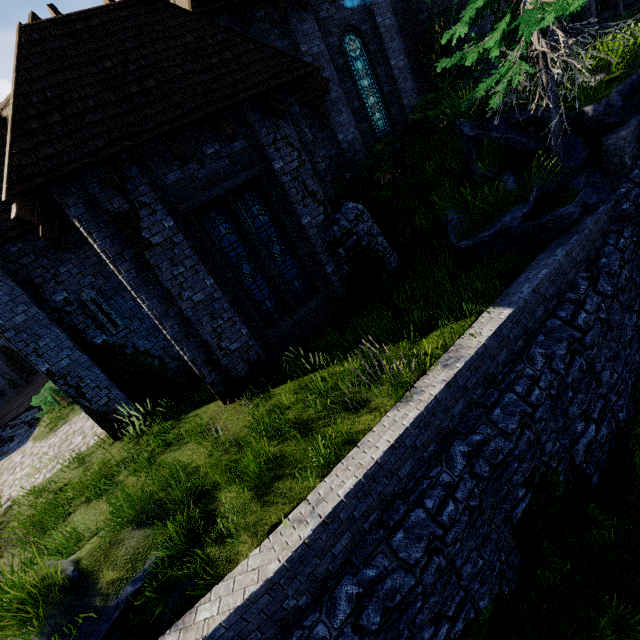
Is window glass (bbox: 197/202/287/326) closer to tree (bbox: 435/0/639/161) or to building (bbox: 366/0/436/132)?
building (bbox: 366/0/436/132)

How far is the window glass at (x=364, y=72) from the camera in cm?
1219

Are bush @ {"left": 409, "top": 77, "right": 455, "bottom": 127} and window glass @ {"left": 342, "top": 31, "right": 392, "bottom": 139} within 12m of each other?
yes

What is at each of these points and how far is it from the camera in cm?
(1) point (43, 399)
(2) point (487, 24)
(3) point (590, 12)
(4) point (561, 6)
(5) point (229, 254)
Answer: (1) bush, 1591
(2) building, 1164
(3) building, 1411
(4) tree, 616
(5) window glass, 800

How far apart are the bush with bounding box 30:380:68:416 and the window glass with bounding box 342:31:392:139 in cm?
1877

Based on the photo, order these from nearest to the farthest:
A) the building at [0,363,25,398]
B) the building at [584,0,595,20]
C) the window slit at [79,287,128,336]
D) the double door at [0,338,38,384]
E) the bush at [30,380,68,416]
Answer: the window slit at [79,287,128,336] < the building at [584,0,595,20] < the bush at [30,380,68,416] < the building at [0,363,25,398] < the double door at [0,338,38,384]

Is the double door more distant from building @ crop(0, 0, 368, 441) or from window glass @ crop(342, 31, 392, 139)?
window glass @ crop(342, 31, 392, 139)

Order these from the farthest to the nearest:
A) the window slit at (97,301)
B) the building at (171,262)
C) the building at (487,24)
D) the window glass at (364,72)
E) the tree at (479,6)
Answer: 1. the window glass at (364,72)
2. the building at (487,24)
3. the window slit at (97,301)
4. the tree at (479,6)
5. the building at (171,262)
